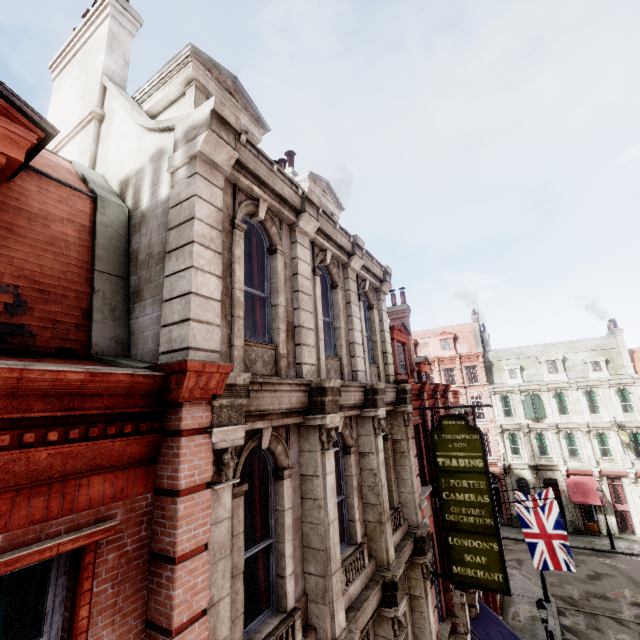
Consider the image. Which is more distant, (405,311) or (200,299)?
→ (405,311)

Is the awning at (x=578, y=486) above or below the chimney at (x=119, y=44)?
below

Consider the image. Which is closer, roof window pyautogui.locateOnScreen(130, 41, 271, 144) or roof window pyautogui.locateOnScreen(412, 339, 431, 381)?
roof window pyautogui.locateOnScreen(130, 41, 271, 144)

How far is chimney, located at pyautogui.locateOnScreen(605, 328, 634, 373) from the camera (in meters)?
31.88

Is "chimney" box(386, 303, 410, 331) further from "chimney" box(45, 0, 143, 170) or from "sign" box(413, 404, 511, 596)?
"chimney" box(45, 0, 143, 170)

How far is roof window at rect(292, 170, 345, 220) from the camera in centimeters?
1047cm

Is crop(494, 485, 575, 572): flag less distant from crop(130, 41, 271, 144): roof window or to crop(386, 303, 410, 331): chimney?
crop(386, 303, 410, 331): chimney

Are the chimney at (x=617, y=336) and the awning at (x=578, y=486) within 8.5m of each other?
no
